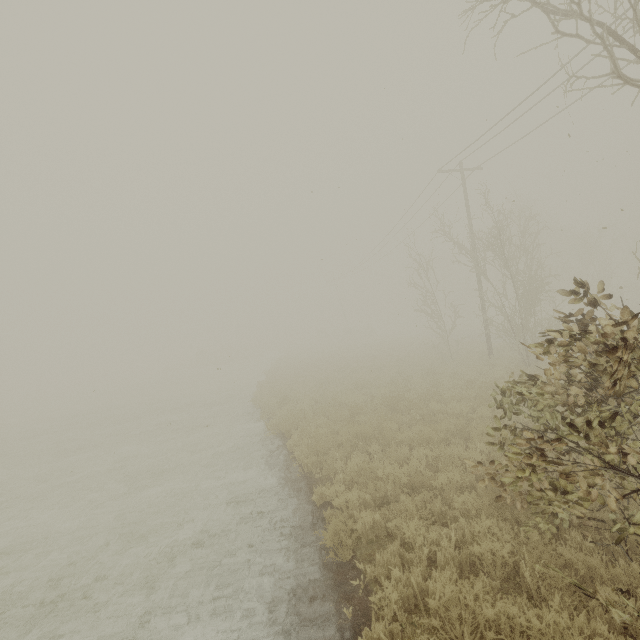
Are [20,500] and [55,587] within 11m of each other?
yes
